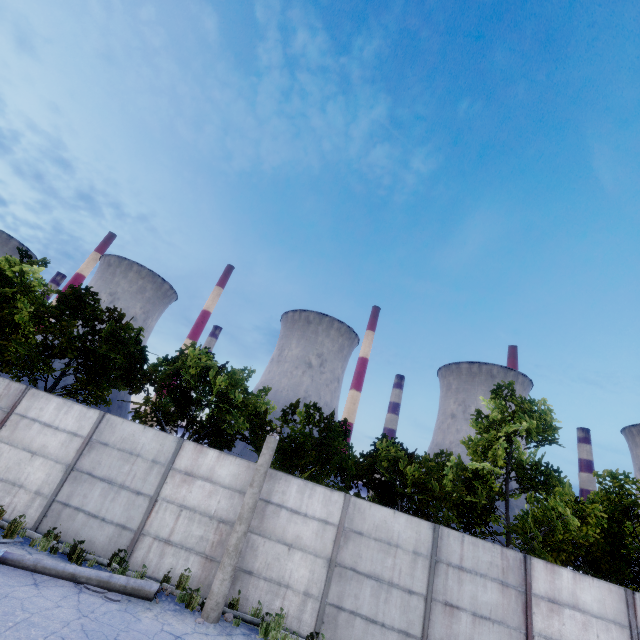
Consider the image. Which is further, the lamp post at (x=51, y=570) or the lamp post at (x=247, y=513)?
the lamp post at (x=247, y=513)

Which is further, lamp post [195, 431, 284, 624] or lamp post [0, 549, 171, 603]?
lamp post [195, 431, 284, 624]

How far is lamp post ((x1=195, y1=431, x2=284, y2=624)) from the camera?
8.17m

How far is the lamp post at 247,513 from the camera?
8.2m

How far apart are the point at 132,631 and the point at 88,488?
5.1m
